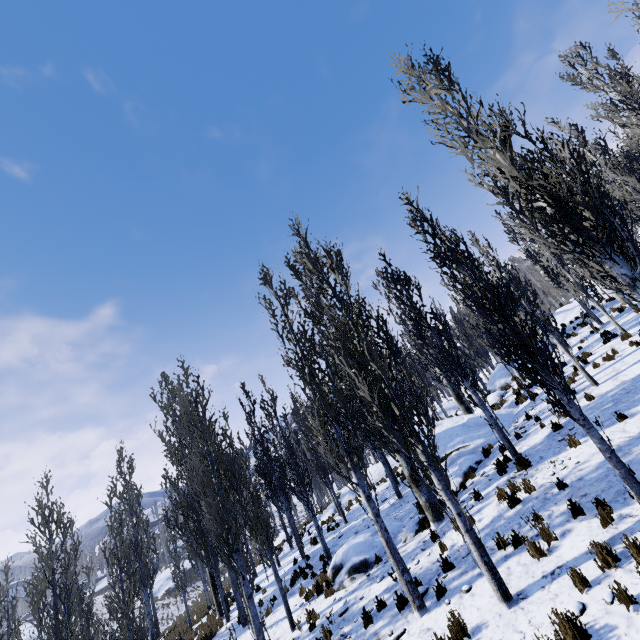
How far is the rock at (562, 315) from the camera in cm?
2477

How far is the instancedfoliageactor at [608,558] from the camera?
5.0m

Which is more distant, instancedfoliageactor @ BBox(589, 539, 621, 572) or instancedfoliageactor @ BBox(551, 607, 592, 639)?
instancedfoliageactor @ BBox(589, 539, 621, 572)

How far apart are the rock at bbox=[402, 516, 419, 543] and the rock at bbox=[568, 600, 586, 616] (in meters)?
7.05

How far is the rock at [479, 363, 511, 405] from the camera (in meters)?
21.03

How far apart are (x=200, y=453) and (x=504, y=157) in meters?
12.9 m

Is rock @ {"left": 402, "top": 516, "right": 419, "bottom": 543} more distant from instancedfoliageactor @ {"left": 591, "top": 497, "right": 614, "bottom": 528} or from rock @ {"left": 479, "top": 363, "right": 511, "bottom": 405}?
rock @ {"left": 479, "top": 363, "right": 511, "bottom": 405}

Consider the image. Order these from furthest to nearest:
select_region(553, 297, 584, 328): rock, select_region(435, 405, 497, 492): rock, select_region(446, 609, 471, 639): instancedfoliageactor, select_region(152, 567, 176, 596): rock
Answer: select_region(152, 567, 176, 596): rock → select_region(553, 297, 584, 328): rock → select_region(435, 405, 497, 492): rock → select_region(446, 609, 471, 639): instancedfoliageactor
